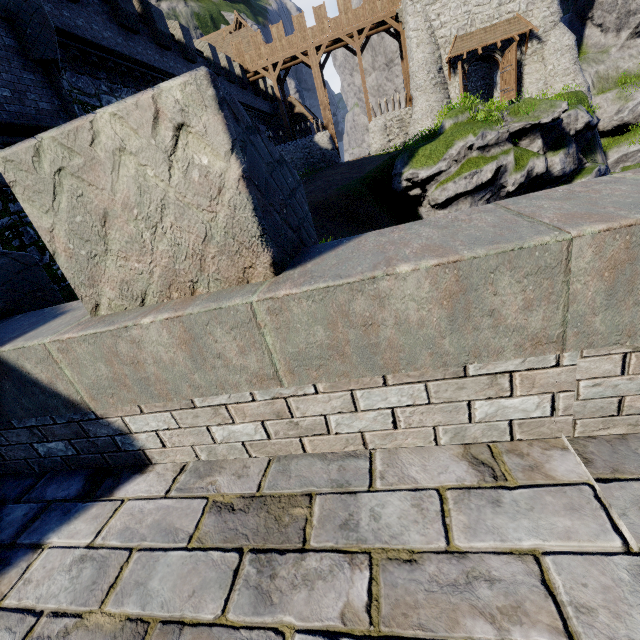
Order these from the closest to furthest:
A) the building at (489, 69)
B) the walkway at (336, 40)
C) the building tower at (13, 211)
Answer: the building tower at (13, 211)
the building at (489, 69)
the walkway at (336, 40)

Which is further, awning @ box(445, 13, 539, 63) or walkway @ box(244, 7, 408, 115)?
walkway @ box(244, 7, 408, 115)

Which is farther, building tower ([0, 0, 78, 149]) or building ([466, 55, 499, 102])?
building ([466, 55, 499, 102])

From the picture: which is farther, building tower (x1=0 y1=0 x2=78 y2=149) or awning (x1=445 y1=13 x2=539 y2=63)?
awning (x1=445 y1=13 x2=539 y2=63)

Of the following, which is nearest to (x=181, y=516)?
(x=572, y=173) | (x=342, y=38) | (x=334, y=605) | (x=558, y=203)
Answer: (x=334, y=605)

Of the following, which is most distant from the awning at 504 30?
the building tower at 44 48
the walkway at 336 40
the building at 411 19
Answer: the building tower at 44 48

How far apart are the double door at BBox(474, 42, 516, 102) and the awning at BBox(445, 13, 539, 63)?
0.2m

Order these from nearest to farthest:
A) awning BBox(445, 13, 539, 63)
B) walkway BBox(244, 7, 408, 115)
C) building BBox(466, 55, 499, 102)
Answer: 1. awning BBox(445, 13, 539, 63)
2. building BBox(466, 55, 499, 102)
3. walkway BBox(244, 7, 408, 115)
